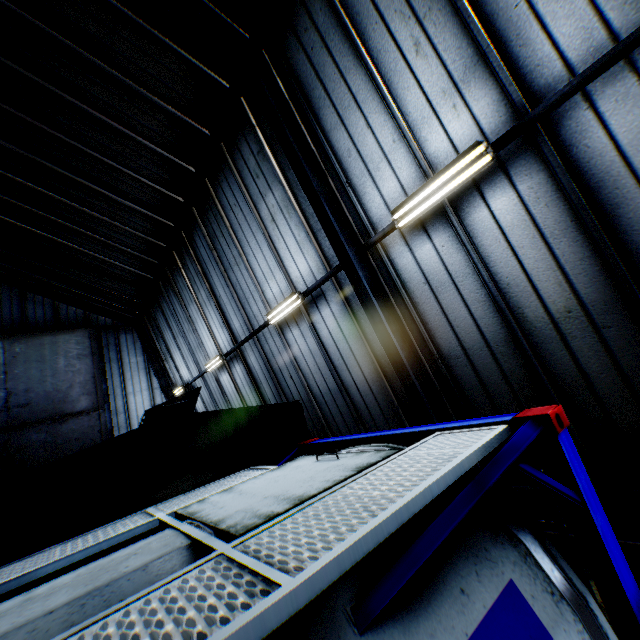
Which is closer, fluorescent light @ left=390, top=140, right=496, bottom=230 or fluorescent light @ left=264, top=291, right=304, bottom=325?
fluorescent light @ left=390, top=140, right=496, bottom=230

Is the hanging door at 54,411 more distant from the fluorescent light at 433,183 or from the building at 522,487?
the fluorescent light at 433,183

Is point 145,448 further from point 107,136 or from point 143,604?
point 107,136

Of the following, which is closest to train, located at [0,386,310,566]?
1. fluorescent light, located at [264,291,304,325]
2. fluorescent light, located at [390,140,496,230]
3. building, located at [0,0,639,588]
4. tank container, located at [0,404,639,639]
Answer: tank container, located at [0,404,639,639]

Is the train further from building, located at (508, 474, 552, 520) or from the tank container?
building, located at (508, 474, 552, 520)

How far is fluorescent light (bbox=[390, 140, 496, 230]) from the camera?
4.3m

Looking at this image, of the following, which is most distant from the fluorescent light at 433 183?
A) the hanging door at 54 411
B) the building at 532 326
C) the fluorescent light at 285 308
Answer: the hanging door at 54 411

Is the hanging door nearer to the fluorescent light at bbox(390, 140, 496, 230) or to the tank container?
the tank container
